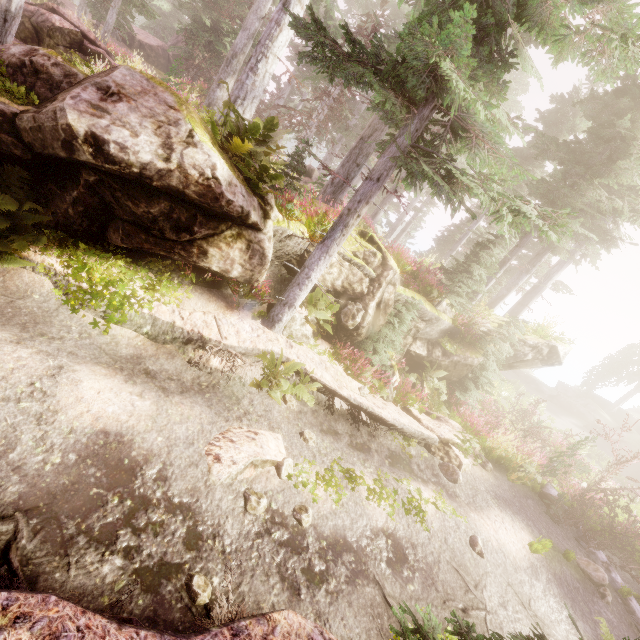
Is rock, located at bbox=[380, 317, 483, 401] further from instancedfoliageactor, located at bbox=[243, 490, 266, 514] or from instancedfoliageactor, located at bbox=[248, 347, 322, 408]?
instancedfoliageactor, located at bbox=[243, 490, 266, 514]

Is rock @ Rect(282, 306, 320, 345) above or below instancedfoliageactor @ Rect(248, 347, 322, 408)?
above

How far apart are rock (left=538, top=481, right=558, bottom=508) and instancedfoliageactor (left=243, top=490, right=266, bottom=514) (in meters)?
11.35

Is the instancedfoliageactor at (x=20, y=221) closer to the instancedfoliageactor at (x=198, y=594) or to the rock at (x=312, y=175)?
the rock at (x=312, y=175)

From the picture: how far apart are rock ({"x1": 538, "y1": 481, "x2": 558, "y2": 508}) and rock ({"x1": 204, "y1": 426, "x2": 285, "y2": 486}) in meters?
10.9

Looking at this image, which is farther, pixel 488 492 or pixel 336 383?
pixel 488 492

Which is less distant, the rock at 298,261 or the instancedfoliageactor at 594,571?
the instancedfoliageactor at 594,571

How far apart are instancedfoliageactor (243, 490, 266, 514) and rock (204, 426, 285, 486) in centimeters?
17cm
